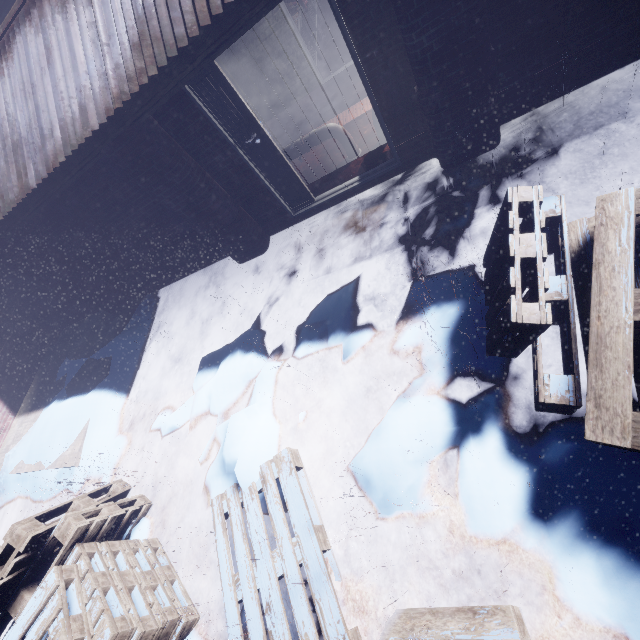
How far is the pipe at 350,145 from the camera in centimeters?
414cm

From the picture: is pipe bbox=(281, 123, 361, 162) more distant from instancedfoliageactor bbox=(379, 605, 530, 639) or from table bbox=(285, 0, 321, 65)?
table bbox=(285, 0, 321, 65)

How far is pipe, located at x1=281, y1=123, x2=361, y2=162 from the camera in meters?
4.1

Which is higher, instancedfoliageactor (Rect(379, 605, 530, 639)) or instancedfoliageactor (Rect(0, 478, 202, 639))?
instancedfoliageactor (Rect(0, 478, 202, 639))

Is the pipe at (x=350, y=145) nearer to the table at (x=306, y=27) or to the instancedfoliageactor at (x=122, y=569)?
the instancedfoliageactor at (x=122, y=569)

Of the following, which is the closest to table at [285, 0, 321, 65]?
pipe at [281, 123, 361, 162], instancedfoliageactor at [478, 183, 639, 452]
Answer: pipe at [281, 123, 361, 162]

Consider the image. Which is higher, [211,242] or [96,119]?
[96,119]
